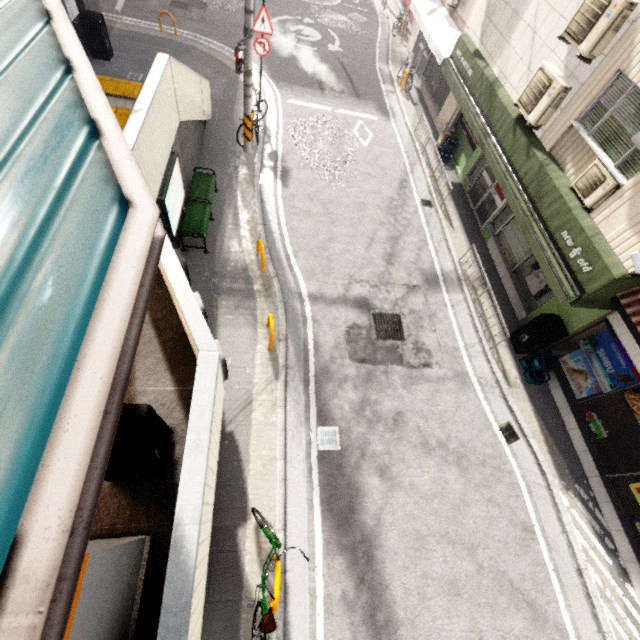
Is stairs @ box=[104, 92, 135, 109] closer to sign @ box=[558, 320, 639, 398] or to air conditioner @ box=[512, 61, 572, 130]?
air conditioner @ box=[512, 61, 572, 130]

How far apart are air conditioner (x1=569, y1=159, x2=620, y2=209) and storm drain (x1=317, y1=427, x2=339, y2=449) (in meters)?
6.59

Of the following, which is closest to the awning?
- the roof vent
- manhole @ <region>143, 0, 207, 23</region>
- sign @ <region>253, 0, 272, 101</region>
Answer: the roof vent

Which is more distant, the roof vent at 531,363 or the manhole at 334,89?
the manhole at 334,89

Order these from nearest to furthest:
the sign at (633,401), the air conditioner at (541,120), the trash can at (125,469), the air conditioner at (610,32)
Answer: the trash can at (125,469) → the air conditioner at (610,32) → the sign at (633,401) → the air conditioner at (541,120)

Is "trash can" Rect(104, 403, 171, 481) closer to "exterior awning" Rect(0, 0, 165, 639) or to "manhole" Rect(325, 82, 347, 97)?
"exterior awning" Rect(0, 0, 165, 639)

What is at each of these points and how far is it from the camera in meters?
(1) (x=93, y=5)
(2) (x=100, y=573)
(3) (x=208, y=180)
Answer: (1) concrete pillar, 11.1 m
(2) ticket machine, 2.2 m
(3) bench, 8.6 m

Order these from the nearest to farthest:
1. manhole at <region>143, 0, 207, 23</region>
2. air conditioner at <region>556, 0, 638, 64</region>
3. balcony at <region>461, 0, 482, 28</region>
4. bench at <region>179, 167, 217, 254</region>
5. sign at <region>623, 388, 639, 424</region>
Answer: air conditioner at <region>556, 0, 638, 64</region>
sign at <region>623, 388, 639, 424</region>
bench at <region>179, 167, 217, 254</region>
balcony at <region>461, 0, 482, 28</region>
manhole at <region>143, 0, 207, 23</region>
